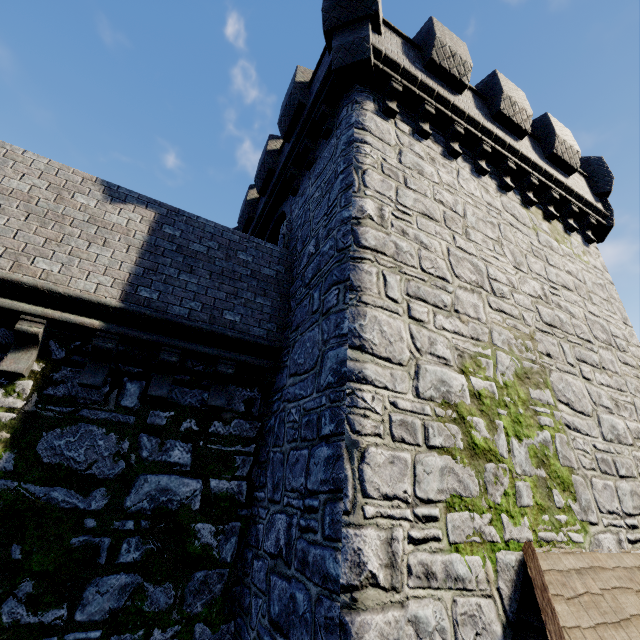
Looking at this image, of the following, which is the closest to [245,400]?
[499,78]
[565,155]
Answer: [499,78]
